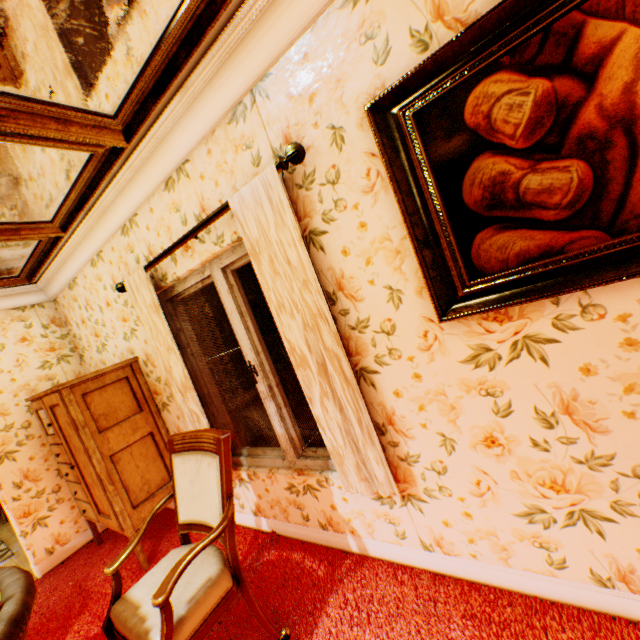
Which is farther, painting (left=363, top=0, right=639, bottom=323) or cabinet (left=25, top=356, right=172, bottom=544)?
cabinet (left=25, top=356, right=172, bottom=544)

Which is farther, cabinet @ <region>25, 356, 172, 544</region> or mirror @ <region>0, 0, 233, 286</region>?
cabinet @ <region>25, 356, 172, 544</region>

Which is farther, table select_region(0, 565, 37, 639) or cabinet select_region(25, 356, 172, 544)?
cabinet select_region(25, 356, 172, 544)

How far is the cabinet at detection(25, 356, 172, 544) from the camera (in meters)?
2.87

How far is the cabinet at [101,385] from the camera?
2.9m

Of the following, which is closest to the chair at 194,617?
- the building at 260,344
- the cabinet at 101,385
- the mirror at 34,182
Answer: the building at 260,344

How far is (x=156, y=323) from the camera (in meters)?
2.64

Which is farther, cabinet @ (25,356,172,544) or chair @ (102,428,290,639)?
cabinet @ (25,356,172,544)
